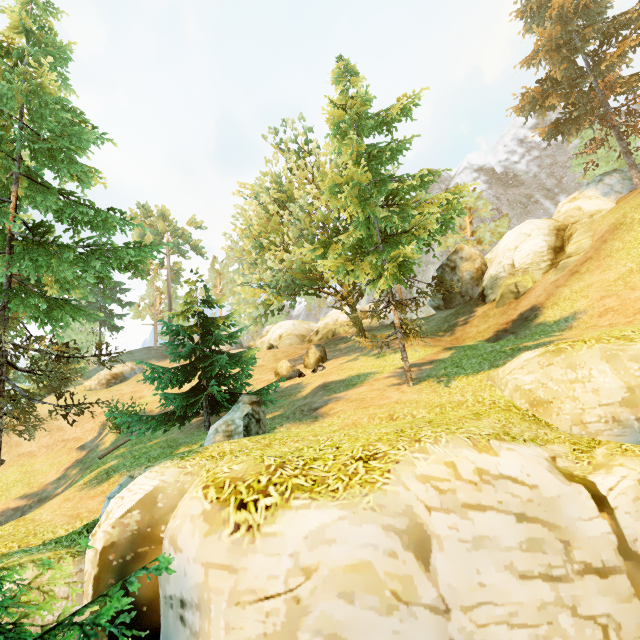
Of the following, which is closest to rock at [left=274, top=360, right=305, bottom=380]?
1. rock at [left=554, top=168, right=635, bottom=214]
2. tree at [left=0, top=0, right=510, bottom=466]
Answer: tree at [left=0, top=0, right=510, bottom=466]

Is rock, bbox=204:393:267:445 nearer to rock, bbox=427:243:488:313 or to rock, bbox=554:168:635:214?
rock, bbox=427:243:488:313

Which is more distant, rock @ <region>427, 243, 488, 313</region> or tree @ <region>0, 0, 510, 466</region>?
rock @ <region>427, 243, 488, 313</region>

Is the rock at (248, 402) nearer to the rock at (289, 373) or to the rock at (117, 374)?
the rock at (289, 373)

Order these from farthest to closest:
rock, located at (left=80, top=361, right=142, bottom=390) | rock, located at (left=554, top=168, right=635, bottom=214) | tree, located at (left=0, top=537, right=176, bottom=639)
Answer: rock, located at (left=80, top=361, right=142, bottom=390) → rock, located at (left=554, top=168, right=635, bottom=214) → tree, located at (left=0, top=537, right=176, bottom=639)

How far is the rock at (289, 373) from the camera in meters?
21.7

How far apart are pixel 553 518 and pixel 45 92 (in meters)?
18.09

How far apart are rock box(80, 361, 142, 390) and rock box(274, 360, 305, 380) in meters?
21.0
